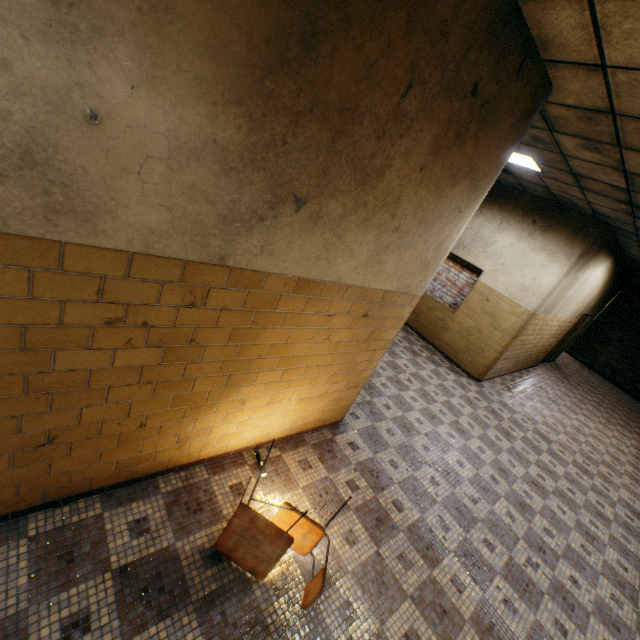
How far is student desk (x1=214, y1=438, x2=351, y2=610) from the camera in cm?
221

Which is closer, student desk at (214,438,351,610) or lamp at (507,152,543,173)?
student desk at (214,438,351,610)

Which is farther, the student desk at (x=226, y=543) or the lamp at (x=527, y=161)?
the lamp at (x=527, y=161)

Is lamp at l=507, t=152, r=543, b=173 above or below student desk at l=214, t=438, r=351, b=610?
above

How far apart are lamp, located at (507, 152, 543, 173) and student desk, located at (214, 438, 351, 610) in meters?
5.0 m

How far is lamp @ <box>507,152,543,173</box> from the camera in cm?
462

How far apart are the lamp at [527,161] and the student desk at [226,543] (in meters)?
4.98

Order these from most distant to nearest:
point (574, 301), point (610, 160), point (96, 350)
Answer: point (574, 301) < point (610, 160) < point (96, 350)
